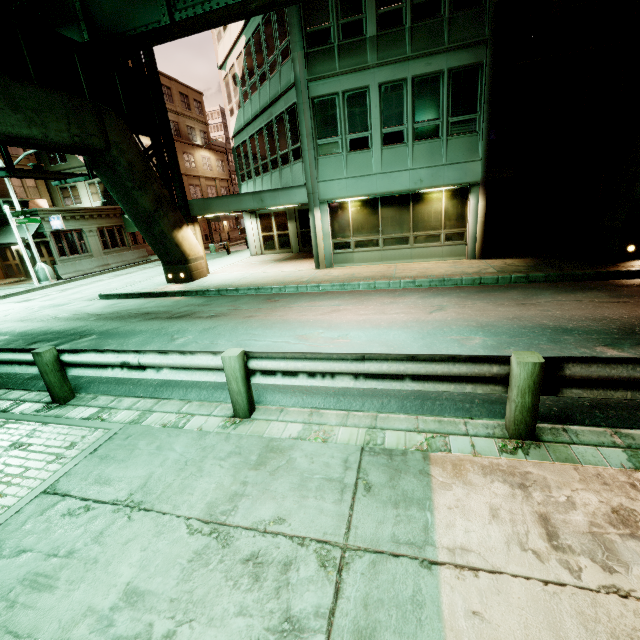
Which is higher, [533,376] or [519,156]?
[519,156]

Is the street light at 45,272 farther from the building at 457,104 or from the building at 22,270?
the building at 457,104

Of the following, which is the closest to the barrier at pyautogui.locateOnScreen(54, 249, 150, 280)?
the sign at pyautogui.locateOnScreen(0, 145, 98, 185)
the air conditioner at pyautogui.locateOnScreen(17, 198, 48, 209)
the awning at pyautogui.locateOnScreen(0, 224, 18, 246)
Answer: the awning at pyautogui.locateOnScreen(0, 224, 18, 246)

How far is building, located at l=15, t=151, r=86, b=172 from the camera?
28.1 meters

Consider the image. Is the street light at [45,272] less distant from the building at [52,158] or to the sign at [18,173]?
the building at [52,158]

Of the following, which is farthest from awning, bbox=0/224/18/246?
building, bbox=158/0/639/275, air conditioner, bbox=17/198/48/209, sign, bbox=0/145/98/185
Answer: building, bbox=158/0/639/275

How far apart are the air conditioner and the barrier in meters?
7.8

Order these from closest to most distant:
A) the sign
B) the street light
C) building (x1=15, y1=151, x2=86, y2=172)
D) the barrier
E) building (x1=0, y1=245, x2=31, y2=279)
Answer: the sign
the street light
the barrier
building (x1=0, y1=245, x2=31, y2=279)
building (x1=15, y1=151, x2=86, y2=172)
